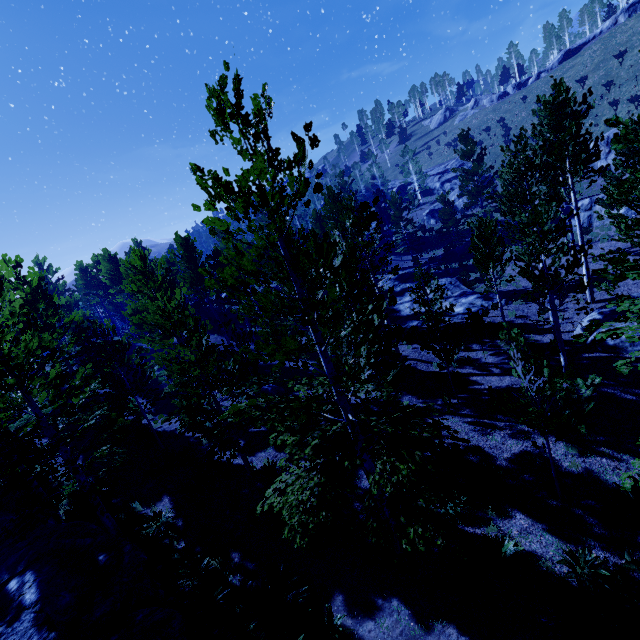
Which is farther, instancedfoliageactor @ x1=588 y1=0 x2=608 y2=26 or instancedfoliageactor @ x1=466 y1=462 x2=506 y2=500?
instancedfoliageactor @ x1=588 y1=0 x2=608 y2=26

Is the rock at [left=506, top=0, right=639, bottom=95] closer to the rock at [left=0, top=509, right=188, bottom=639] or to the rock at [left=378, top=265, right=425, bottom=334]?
the rock at [left=378, top=265, right=425, bottom=334]

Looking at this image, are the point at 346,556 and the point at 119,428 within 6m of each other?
no

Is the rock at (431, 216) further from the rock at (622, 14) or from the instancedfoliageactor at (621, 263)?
the rock at (622, 14)

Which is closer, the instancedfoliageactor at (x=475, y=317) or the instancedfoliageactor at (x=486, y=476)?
the instancedfoliageactor at (x=486, y=476)

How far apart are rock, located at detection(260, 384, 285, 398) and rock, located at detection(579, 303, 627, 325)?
15.0m

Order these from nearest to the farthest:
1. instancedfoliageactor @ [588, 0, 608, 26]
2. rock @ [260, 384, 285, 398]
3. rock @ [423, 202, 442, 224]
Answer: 1. rock @ [260, 384, 285, 398]
2. rock @ [423, 202, 442, 224]
3. instancedfoliageactor @ [588, 0, 608, 26]

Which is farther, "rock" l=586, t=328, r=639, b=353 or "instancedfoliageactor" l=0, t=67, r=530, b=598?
"rock" l=586, t=328, r=639, b=353
